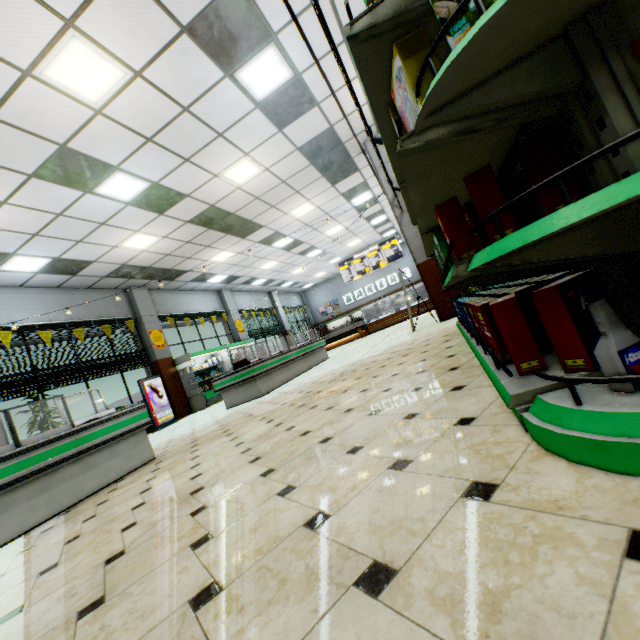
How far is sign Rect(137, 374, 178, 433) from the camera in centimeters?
991cm

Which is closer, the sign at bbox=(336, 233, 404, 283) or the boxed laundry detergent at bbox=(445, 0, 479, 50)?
the boxed laundry detergent at bbox=(445, 0, 479, 50)

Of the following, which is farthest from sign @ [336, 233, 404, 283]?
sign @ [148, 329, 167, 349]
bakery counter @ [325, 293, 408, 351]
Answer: sign @ [148, 329, 167, 349]

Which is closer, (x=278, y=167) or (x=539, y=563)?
(x=539, y=563)

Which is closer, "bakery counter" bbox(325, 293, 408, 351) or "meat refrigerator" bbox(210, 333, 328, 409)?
"meat refrigerator" bbox(210, 333, 328, 409)

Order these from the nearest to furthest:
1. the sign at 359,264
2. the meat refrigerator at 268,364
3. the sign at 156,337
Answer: the meat refrigerator at 268,364, the sign at 156,337, the sign at 359,264

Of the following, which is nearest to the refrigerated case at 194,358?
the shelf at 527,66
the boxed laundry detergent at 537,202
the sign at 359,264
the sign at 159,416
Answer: the sign at 159,416

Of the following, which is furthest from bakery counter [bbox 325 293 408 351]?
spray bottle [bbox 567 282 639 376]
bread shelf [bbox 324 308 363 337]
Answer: spray bottle [bbox 567 282 639 376]
